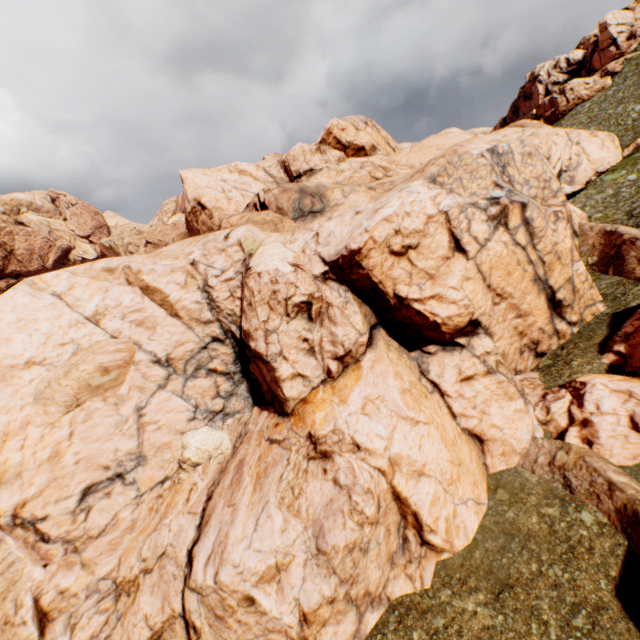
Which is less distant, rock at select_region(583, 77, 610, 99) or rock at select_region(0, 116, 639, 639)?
rock at select_region(0, 116, 639, 639)

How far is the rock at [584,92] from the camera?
58.66m

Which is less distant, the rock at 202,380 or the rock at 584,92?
the rock at 202,380

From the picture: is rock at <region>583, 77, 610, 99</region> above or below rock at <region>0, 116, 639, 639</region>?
above

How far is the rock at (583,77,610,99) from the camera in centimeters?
5866cm

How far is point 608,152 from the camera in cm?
3869
